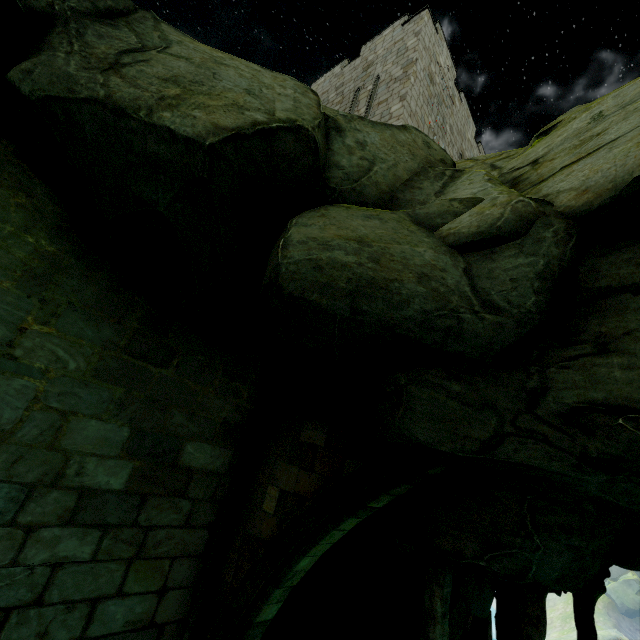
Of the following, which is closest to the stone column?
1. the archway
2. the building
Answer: the archway

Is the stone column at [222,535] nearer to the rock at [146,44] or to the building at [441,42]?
the rock at [146,44]

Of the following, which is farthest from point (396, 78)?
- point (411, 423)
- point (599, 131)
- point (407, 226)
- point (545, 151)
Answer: point (411, 423)

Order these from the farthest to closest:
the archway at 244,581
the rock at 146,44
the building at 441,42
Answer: the building at 441,42 < the archway at 244,581 < the rock at 146,44

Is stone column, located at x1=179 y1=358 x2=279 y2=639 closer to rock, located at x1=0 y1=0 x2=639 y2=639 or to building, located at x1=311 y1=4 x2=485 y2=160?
rock, located at x1=0 y1=0 x2=639 y2=639

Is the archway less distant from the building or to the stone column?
the stone column

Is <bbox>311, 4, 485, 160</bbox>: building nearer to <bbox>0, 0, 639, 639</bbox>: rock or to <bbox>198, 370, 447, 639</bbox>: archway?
<bbox>0, 0, 639, 639</bbox>: rock

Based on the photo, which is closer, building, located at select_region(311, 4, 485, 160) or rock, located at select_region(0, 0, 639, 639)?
rock, located at select_region(0, 0, 639, 639)
